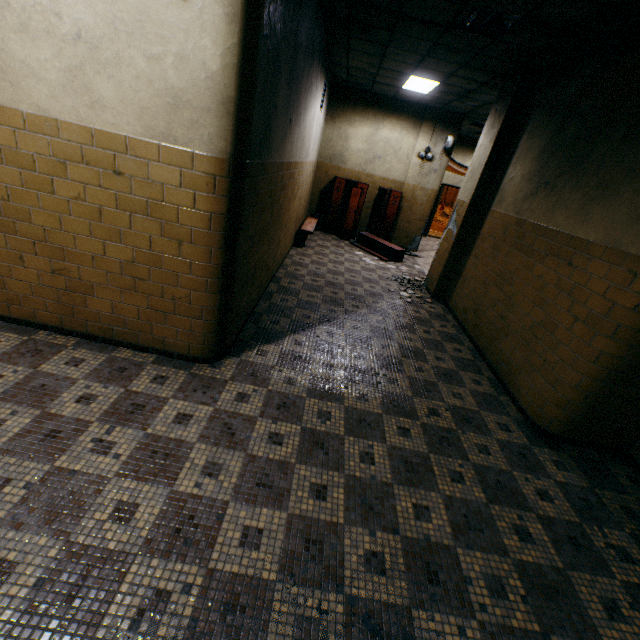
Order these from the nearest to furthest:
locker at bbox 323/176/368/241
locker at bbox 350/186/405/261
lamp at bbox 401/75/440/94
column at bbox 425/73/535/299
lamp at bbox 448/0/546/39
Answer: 1. lamp at bbox 448/0/546/39
2. column at bbox 425/73/535/299
3. lamp at bbox 401/75/440/94
4. locker at bbox 350/186/405/261
5. locker at bbox 323/176/368/241

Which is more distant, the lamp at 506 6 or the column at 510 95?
the column at 510 95

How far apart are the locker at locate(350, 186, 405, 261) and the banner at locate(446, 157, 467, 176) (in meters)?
4.22

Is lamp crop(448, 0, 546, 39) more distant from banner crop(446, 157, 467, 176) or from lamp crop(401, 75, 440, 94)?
banner crop(446, 157, 467, 176)

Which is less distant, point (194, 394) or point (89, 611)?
point (89, 611)

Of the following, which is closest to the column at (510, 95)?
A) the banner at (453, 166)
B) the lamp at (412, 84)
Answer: the lamp at (412, 84)

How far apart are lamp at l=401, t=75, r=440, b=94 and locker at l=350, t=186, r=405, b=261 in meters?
2.4 m

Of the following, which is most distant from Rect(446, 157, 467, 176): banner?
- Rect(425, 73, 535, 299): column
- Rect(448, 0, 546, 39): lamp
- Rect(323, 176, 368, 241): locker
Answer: Rect(448, 0, 546, 39): lamp
